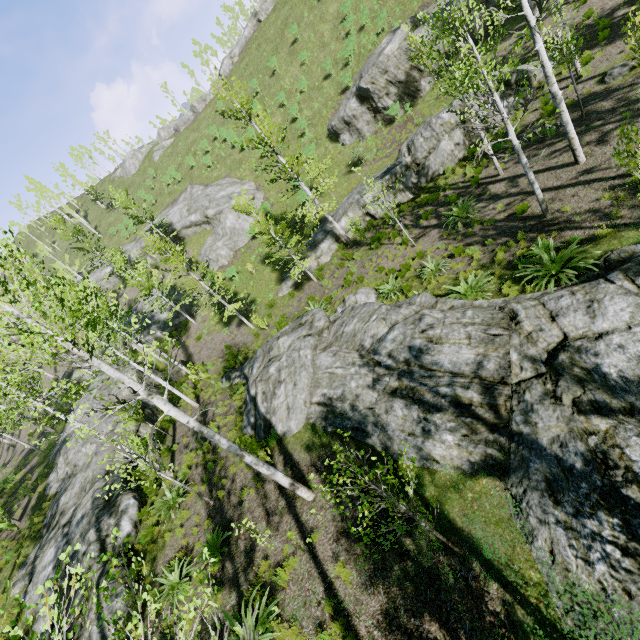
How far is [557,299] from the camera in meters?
8.3 m

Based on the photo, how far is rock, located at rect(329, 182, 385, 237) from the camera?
20.9 meters

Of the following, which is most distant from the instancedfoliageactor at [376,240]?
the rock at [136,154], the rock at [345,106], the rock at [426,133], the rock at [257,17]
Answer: the rock at [136,154]

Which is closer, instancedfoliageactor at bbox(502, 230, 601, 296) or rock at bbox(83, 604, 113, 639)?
instancedfoliageactor at bbox(502, 230, 601, 296)

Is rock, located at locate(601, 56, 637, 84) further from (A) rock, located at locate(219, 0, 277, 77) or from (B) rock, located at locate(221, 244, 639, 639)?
(A) rock, located at locate(219, 0, 277, 77)

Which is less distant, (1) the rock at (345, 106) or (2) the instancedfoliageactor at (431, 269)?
(2) the instancedfoliageactor at (431, 269)

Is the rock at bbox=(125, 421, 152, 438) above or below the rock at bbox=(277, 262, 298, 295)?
above
